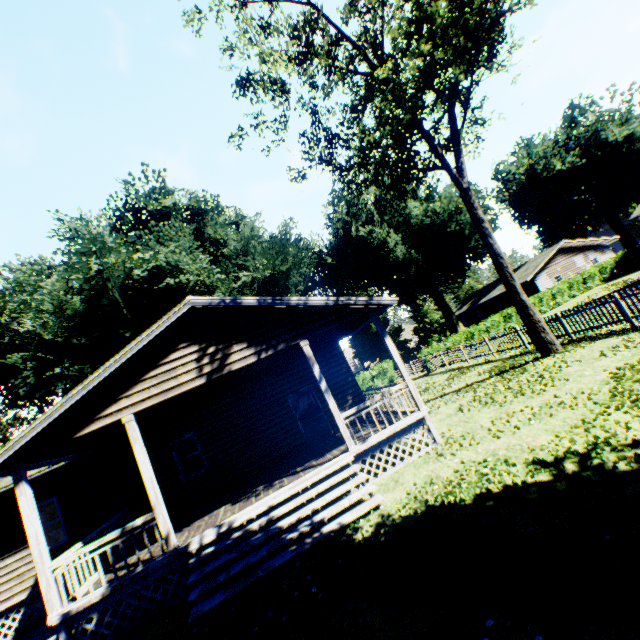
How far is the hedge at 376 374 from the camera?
31.8 meters

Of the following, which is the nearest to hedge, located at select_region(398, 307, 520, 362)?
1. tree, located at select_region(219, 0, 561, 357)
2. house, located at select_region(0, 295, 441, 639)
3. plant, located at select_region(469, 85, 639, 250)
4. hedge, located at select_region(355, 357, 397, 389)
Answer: tree, located at select_region(219, 0, 561, 357)

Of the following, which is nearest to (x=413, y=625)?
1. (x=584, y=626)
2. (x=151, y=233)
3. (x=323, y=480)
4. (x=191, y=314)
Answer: (x=584, y=626)

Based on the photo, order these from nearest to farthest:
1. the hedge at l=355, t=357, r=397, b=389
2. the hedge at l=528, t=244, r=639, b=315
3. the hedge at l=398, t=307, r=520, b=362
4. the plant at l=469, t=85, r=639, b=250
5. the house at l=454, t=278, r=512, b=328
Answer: the hedge at l=398, t=307, r=520, b=362
the hedge at l=528, t=244, r=639, b=315
the hedge at l=355, t=357, r=397, b=389
the plant at l=469, t=85, r=639, b=250
the house at l=454, t=278, r=512, b=328

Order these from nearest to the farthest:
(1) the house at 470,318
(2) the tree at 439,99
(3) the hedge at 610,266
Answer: (2) the tree at 439,99, (3) the hedge at 610,266, (1) the house at 470,318

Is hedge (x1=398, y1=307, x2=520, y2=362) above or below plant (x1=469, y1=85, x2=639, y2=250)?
below

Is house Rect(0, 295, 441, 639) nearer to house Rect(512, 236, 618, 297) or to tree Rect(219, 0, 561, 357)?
tree Rect(219, 0, 561, 357)

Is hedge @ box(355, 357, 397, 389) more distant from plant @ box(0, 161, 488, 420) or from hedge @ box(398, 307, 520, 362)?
hedge @ box(398, 307, 520, 362)
